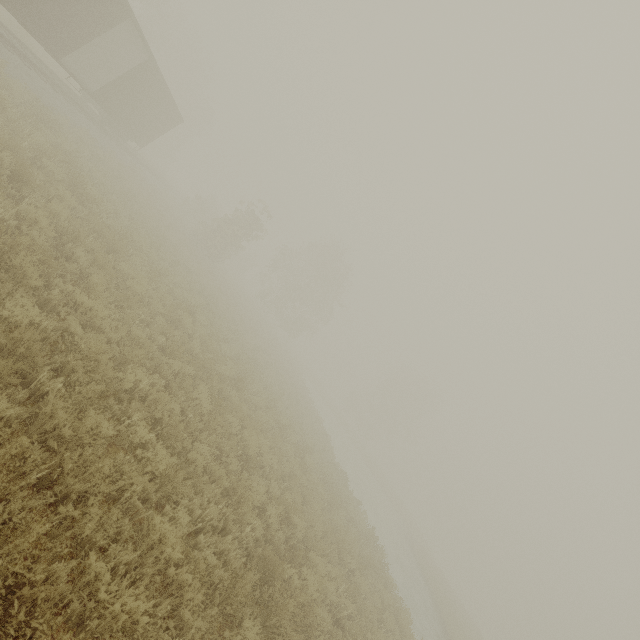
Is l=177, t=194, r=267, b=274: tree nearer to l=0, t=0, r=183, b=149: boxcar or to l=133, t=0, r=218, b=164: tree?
l=0, t=0, r=183, b=149: boxcar

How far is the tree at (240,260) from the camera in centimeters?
2717cm

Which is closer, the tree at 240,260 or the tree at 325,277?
the tree at 240,260

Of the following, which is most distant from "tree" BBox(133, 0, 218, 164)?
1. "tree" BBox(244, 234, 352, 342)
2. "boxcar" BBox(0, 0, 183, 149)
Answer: "boxcar" BBox(0, 0, 183, 149)

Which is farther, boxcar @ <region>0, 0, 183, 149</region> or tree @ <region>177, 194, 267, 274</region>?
tree @ <region>177, 194, 267, 274</region>

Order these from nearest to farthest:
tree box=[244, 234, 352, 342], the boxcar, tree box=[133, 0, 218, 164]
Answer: the boxcar < tree box=[133, 0, 218, 164] < tree box=[244, 234, 352, 342]

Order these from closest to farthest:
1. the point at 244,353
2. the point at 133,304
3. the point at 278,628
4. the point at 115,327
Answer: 1. the point at 278,628
2. the point at 115,327
3. the point at 133,304
4. the point at 244,353

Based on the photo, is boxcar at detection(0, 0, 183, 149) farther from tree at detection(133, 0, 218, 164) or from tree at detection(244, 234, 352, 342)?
tree at detection(244, 234, 352, 342)
